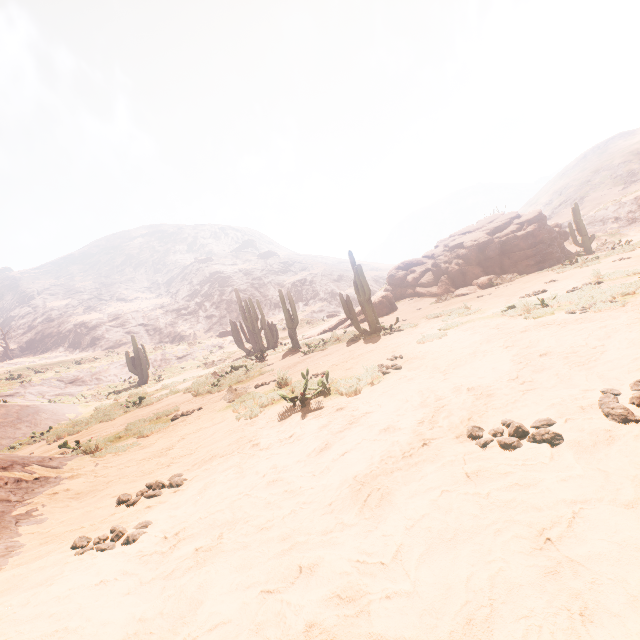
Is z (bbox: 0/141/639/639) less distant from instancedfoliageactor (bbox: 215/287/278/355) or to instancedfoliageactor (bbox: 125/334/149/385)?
instancedfoliageactor (bbox: 215/287/278/355)

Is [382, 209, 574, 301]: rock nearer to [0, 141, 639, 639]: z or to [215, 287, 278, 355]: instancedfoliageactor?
[0, 141, 639, 639]: z

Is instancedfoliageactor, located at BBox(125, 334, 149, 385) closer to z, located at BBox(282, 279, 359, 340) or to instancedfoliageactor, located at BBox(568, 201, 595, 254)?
z, located at BBox(282, 279, 359, 340)

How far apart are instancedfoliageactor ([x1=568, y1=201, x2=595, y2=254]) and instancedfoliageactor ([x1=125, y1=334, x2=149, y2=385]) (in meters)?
32.03

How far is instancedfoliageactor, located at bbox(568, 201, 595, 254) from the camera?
20.84m

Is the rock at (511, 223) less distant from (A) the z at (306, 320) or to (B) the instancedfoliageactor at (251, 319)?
(B) the instancedfoliageactor at (251, 319)

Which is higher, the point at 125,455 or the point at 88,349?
the point at 88,349

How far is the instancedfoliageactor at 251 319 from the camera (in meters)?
23.28
